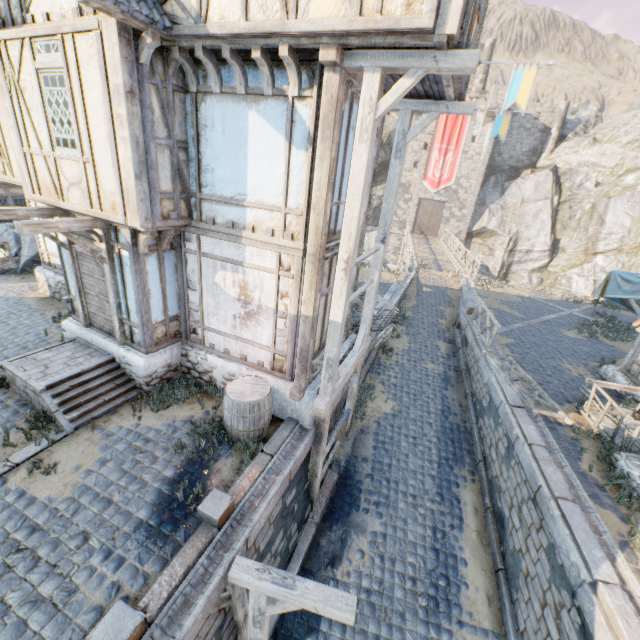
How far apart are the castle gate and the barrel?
35.11m

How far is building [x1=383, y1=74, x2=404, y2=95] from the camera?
5.40m

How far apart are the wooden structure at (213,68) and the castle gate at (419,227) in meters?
34.8 m

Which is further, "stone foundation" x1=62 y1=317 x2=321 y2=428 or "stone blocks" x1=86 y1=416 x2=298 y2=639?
"stone foundation" x1=62 y1=317 x2=321 y2=428

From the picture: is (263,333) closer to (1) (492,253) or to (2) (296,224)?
(2) (296,224)

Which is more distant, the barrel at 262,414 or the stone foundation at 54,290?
the stone foundation at 54,290

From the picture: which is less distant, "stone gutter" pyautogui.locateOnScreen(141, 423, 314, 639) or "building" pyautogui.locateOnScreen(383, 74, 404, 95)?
"stone gutter" pyautogui.locateOnScreen(141, 423, 314, 639)

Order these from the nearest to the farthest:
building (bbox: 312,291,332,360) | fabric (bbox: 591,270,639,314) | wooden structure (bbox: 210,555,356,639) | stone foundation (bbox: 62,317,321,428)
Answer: wooden structure (bbox: 210,555,356,639) < stone foundation (bbox: 62,317,321,428) < building (bbox: 312,291,332,360) < fabric (bbox: 591,270,639,314)
